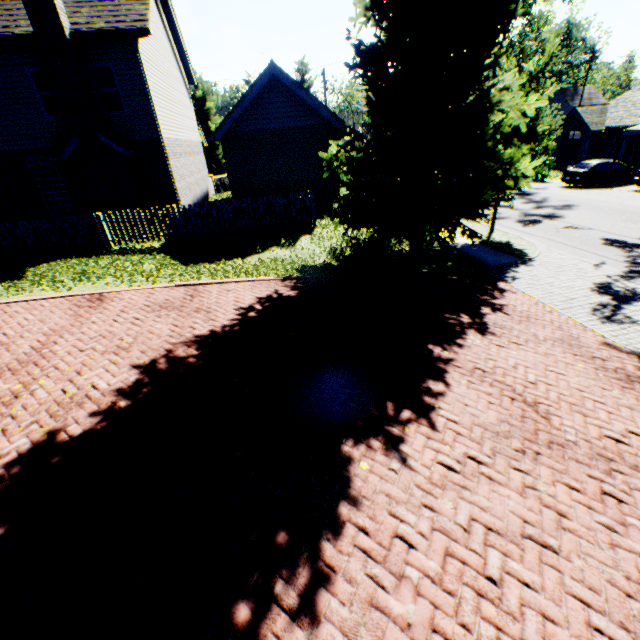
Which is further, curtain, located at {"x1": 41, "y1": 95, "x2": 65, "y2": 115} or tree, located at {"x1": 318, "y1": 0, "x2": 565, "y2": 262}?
curtain, located at {"x1": 41, "y1": 95, "x2": 65, "y2": 115}

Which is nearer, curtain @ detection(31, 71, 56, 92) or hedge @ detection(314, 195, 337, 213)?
curtain @ detection(31, 71, 56, 92)

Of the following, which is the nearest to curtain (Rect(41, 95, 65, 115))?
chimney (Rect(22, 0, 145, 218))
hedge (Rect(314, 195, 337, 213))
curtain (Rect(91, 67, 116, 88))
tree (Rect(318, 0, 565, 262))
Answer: chimney (Rect(22, 0, 145, 218))

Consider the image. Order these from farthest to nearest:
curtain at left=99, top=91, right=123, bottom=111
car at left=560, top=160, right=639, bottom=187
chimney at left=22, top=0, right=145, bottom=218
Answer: car at left=560, top=160, right=639, bottom=187 < curtain at left=99, top=91, right=123, bottom=111 < chimney at left=22, top=0, right=145, bottom=218

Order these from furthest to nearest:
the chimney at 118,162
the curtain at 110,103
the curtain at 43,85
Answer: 1. the curtain at 110,103
2. the curtain at 43,85
3. the chimney at 118,162

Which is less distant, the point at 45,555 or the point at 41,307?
the point at 45,555

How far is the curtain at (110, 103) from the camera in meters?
12.9

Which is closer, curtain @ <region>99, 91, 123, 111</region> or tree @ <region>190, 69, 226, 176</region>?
curtain @ <region>99, 91, 123, 111</region>
